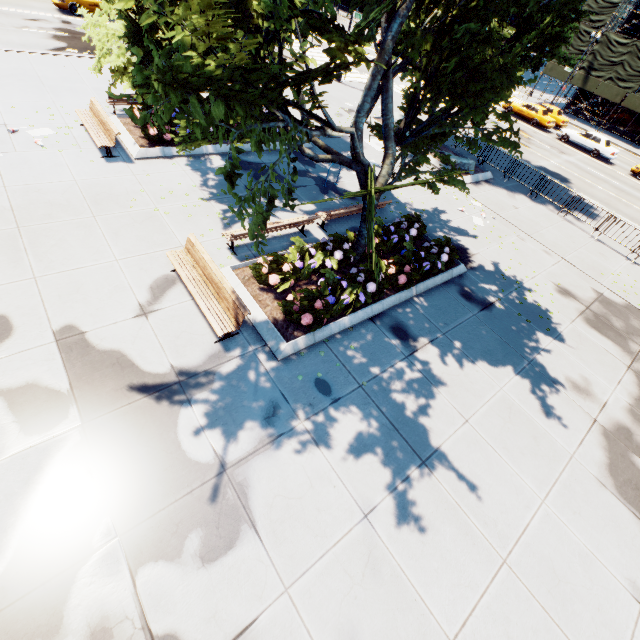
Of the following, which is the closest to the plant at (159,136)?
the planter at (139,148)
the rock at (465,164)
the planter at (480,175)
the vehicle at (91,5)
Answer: the planter at (139,148)

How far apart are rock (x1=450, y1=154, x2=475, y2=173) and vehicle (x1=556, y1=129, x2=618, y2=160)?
19.2 meters

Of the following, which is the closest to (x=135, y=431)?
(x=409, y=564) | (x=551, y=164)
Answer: (x=409, y=564)

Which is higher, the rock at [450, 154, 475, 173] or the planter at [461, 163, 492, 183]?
the rock at [450, 154, 475, 173]

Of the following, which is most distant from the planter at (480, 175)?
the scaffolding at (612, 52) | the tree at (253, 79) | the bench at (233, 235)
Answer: the scaffolding at (612, 52)

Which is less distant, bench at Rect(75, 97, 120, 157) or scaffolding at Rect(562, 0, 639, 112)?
bench at Rect(75, 97, 120, 157)

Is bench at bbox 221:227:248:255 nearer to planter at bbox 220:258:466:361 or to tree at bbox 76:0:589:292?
planter at bbox 220:258:466:361

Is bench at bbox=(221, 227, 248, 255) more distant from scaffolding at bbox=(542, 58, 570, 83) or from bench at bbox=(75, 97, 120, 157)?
scaffolding at bbox=(542, 58, 570, 83)
